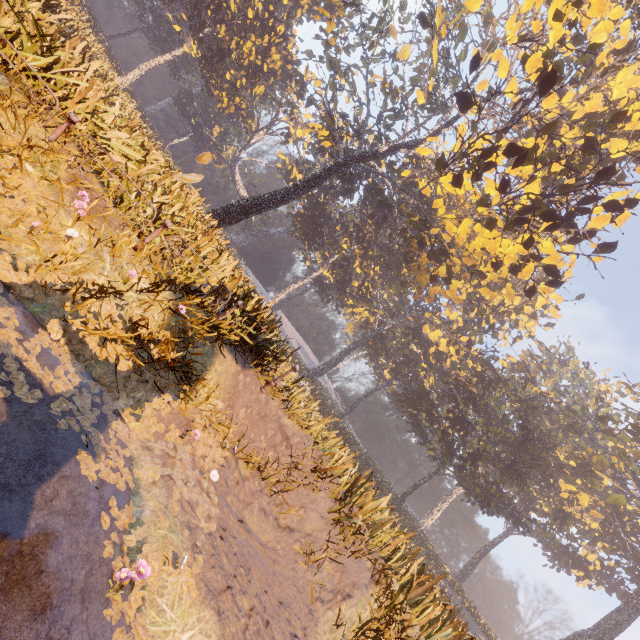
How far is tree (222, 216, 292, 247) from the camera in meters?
51.2 m

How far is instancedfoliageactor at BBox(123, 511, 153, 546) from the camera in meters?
3.3 m

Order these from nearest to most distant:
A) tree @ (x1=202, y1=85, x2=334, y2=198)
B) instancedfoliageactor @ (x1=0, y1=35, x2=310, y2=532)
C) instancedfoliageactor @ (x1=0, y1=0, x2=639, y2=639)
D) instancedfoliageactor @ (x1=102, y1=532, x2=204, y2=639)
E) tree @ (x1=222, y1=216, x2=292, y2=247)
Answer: instancedfoliageactor @ (x1=102, y1=532, x2=204, y2=639)
instancedfoliageactor @ (x1=0, y1=35, x2=310, y2=532)
instancedfoliageactor @ (x1=0, y1=0, x2=639, y2=639)
tree @ (x1=202, y1=85, x2=334, y2=198)
tree @ (x1=222, y1=216, x2=292, y2=247)

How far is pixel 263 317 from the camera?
8.0m

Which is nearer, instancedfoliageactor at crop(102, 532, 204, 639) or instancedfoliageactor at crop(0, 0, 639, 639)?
instancedfoliageactor at crop(102, 532, 204, 639)

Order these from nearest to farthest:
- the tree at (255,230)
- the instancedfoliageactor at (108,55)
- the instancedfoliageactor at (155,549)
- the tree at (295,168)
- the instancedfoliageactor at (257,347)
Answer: the instancedfoliageactor at (155,549)
the instancedfoliageactor at (257,347)
the instancedfoliageactor at (108,55)
the tree at (295,168)
the tree at (255,230)

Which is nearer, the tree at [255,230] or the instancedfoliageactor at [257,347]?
the instancedfoliageactor at [257,347]
